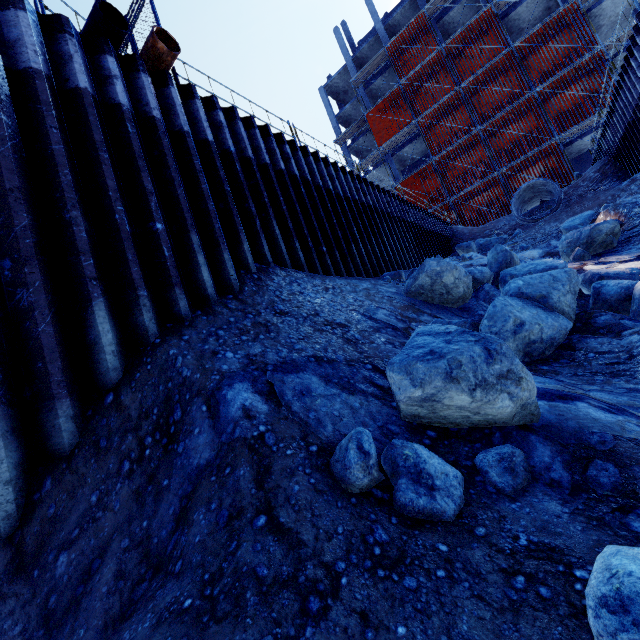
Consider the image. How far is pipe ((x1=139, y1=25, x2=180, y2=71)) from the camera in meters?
5.4 m

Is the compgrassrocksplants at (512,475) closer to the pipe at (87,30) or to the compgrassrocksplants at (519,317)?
the compgrassrocksplants at (519,317)

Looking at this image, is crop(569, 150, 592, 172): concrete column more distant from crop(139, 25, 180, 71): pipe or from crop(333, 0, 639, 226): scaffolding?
crop(139, 25, 180, 71): pipe

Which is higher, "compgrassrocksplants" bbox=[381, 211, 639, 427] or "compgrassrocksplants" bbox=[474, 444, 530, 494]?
"compgrassrocksplants" bbox=[381, 211, 639, 427]

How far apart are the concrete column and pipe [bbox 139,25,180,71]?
33.03m

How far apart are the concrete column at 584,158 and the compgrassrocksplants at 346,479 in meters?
34.9

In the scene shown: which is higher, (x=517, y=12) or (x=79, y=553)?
(x=517, y=12)

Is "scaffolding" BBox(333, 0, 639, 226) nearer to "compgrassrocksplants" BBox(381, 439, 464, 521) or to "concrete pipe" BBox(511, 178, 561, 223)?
"compgrassrocksplants" BBox(381, 439, 464, 521)
